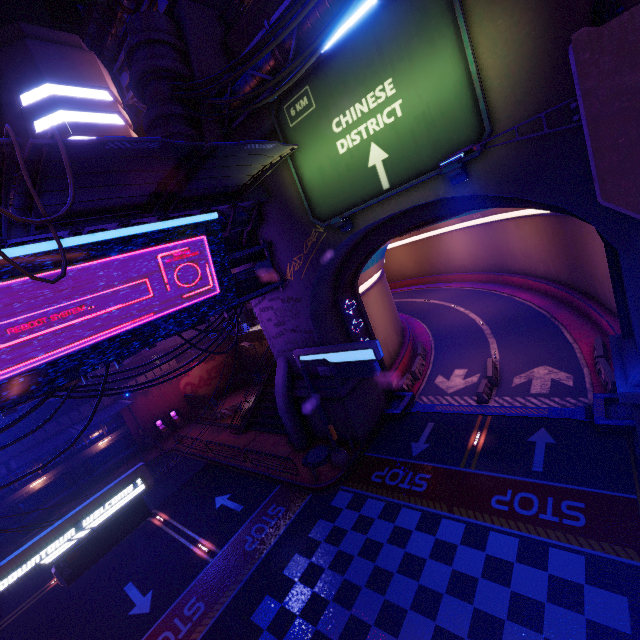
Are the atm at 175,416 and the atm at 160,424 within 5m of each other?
yes

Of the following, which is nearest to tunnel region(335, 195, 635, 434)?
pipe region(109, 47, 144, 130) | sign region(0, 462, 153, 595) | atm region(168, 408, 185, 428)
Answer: sign region(0, 462, 153, 595)

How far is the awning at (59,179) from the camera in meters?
6.6 m

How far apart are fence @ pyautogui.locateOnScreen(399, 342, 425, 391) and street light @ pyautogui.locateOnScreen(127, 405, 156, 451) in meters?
25.5 m

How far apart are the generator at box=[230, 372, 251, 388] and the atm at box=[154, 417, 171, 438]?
8.0 meters

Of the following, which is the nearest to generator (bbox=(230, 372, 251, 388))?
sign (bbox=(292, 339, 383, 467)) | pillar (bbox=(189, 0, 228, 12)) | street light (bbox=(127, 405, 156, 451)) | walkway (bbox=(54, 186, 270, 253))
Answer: street light (bbox=(127, 405, 156, 451))

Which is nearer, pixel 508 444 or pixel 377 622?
pixel 377 622

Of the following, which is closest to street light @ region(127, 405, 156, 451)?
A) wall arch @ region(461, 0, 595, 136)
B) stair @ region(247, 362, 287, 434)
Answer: stair @ region(247, 362, 287, 434)
